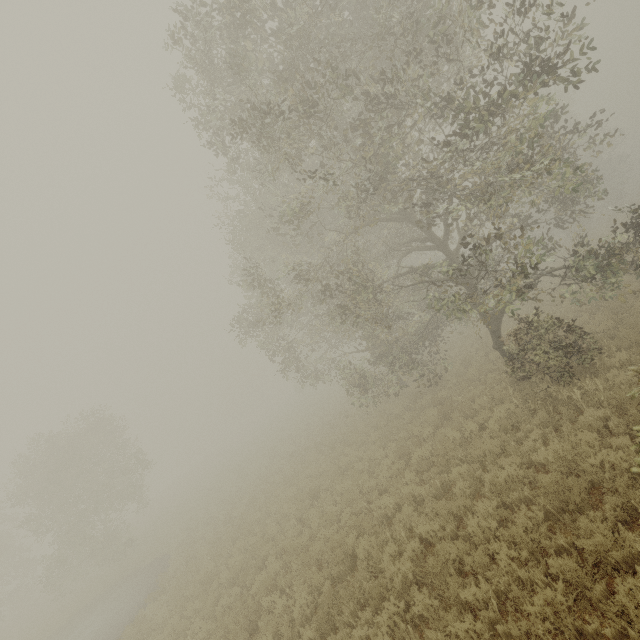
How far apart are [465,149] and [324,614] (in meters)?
11.70
